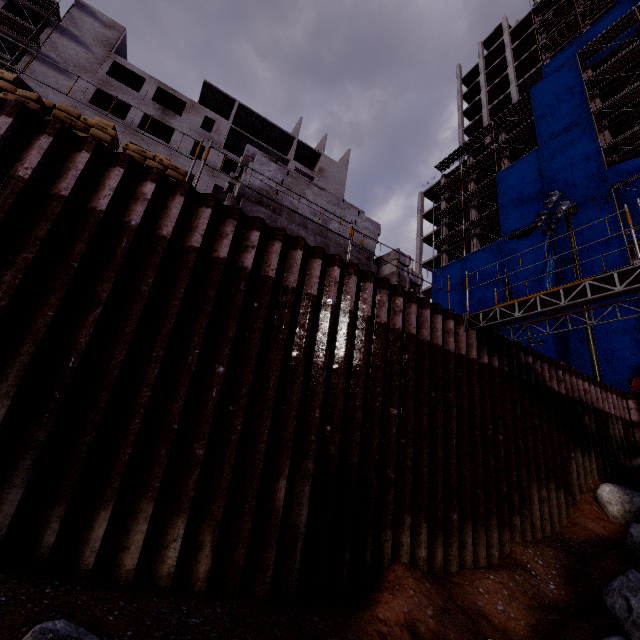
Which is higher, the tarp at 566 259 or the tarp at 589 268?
the tarp at 566 259

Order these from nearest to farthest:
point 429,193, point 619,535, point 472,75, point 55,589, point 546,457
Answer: point 55,589
point 619,535
point 546,457
point 429,193
point 472,75

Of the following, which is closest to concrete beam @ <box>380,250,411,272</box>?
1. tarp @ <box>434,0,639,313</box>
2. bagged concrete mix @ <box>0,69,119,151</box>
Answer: bagged concrete mix @ <box>0,69,119,151</box>

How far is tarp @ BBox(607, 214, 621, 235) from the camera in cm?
2189

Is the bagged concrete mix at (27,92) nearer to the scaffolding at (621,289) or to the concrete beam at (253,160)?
the concrete beam at (253,160)

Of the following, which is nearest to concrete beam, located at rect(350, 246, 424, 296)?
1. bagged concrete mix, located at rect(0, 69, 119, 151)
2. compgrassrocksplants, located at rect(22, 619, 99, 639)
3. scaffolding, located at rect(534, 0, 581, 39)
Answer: bagged concrete mix, located at rect(0, 69, 119, 151)

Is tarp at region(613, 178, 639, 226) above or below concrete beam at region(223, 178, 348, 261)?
above
